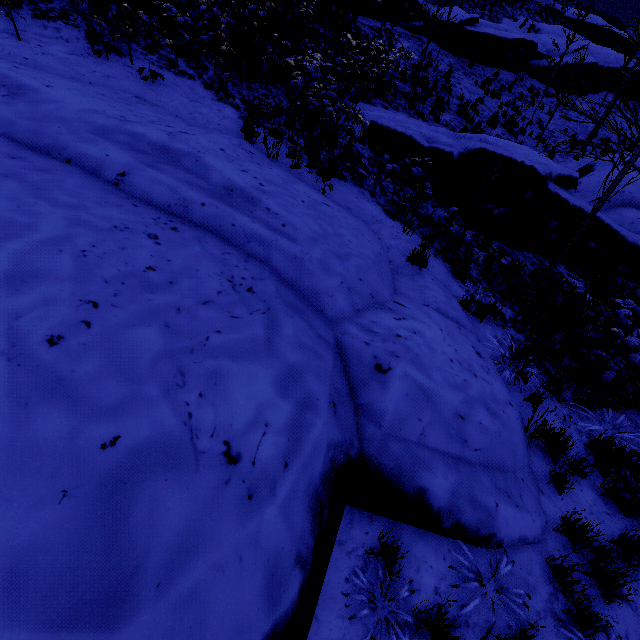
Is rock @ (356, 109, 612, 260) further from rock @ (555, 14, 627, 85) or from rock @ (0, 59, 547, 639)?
rock @ (555, 14, 627, 85)

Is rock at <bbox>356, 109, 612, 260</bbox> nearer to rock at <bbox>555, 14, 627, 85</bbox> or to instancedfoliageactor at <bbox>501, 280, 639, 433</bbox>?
rock at <bbox>555, 14, 627, 85</bbox>

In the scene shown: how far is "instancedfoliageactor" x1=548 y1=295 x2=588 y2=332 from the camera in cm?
616

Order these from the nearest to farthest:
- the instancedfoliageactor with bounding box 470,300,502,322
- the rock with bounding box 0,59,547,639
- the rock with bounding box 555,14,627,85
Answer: the rock with bounding box 0,59,547,639, the instancedfoliageactor with bounding box 470,300,502,322, the rock with bounding box 555,14,627,85

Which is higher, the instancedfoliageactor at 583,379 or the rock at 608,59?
the rock at 608,59

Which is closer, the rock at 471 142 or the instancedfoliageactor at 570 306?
the instancedfoliageactor at 570 306

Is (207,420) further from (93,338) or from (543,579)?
(543,579)

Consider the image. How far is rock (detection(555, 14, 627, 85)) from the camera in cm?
1964
